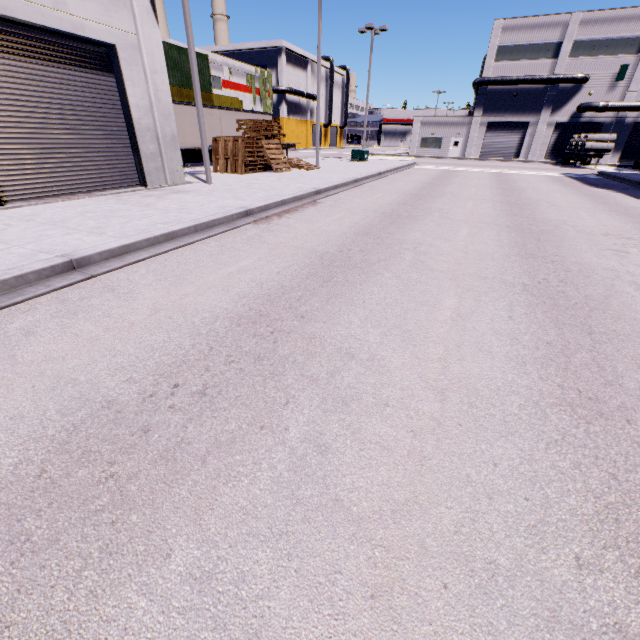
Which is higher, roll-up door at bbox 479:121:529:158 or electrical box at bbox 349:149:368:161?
roll-up door at bbox 479:121:529:158

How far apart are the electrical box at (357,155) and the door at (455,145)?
23.4m

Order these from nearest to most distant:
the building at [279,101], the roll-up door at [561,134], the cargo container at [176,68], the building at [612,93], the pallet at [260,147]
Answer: the pallet at [260,147] < the cargo container at [176,68] < the building at [612,93] < the roll-up door at [561,134] < the building at [279,101]

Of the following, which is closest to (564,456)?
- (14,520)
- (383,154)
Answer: (14,520)

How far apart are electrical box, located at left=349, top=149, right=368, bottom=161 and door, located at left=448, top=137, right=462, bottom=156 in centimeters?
Result: 2336cm

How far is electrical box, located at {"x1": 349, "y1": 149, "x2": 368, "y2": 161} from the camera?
29.6 meters

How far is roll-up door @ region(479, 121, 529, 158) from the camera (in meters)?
42.94

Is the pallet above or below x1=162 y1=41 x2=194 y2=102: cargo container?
below
